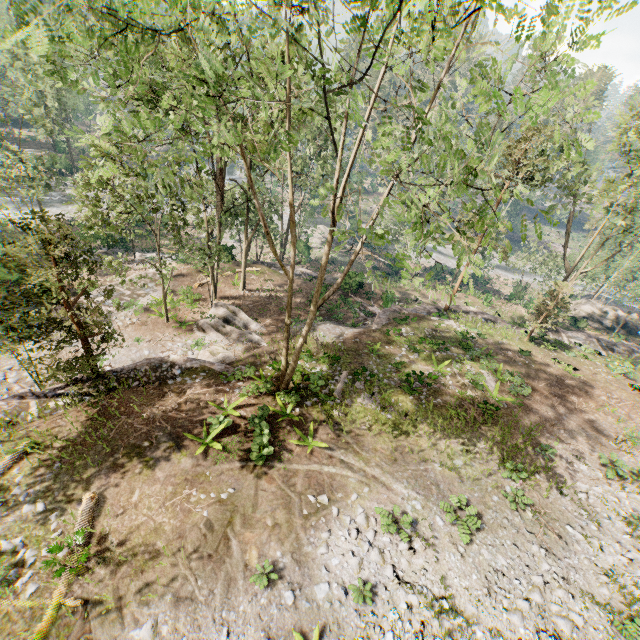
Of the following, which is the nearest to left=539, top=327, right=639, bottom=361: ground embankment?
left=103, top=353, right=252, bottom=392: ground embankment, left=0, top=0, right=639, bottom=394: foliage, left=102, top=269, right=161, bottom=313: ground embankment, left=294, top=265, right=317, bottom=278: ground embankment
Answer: left=0, top=0, right=639, bottom=394: foliage

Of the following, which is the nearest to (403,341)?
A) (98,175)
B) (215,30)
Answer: (98,175)

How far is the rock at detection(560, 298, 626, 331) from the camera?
39.38m

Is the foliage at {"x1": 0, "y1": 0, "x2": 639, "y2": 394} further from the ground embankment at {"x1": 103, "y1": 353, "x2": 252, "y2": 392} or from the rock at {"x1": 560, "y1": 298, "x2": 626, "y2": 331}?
the rock at {"x1": 560, "y1": 298, "x2": 626, "y2": 331}

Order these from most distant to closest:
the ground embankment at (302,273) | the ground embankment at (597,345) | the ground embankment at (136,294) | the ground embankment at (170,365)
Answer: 1. the ground embankment at (302,273)
2. the ground embankment at (597,345)
3. the ground embankment at (136,294)
4. the ground embankment at (170,365)

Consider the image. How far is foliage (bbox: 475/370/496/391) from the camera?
18.4 meters

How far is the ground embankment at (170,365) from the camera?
15.8m

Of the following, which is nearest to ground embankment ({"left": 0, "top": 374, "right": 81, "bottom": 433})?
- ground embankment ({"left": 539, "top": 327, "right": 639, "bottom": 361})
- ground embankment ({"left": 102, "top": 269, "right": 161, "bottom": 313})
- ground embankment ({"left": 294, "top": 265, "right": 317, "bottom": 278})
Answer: ground embankment ({"left": 102, "top": 269, "right": 161, "bottom": 313})
